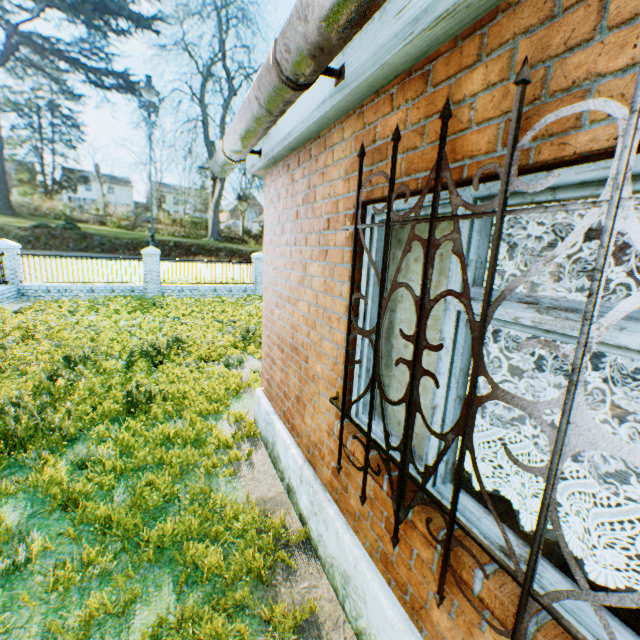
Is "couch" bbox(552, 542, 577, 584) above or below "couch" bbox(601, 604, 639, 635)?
below

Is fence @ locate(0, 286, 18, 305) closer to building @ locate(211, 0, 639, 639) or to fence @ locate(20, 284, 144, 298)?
fence @ locate(20, 284, 144, 298)

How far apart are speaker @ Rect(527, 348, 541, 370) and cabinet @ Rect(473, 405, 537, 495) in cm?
392

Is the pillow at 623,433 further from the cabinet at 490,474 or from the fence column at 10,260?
the fence column at 10,260

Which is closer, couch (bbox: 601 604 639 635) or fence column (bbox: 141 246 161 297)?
couch (bbox: 601 604 639 635)

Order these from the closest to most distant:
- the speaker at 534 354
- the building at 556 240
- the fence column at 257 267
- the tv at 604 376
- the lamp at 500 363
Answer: the building at 556 240, the lamp at 500 363, the tv at 604 376, the speaker at 534 354, the fence column at 257 267

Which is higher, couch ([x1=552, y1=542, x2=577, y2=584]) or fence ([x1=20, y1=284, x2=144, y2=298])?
couch ([x1=552, y1=542, x2=577, y2=584])

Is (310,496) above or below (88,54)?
below
